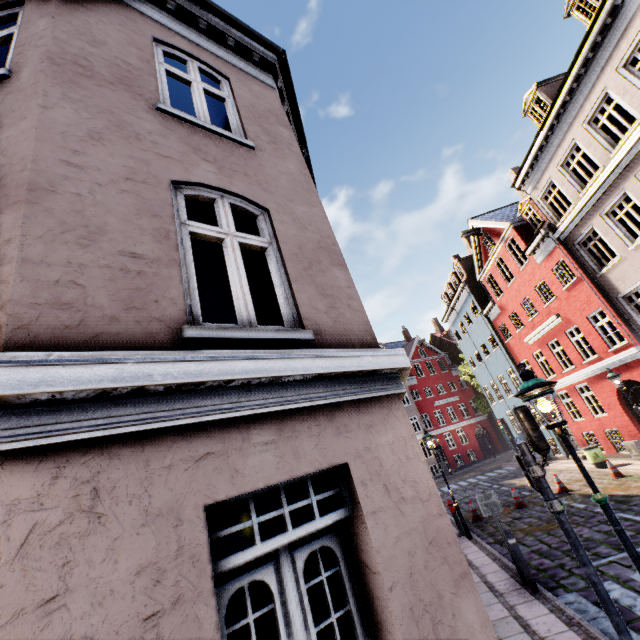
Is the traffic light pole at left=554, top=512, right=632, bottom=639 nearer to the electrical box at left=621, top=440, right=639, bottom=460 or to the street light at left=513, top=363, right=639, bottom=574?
the street light at left=513, top=363, right=639, bottom=574

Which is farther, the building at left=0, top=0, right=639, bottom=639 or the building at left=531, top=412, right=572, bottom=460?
the building at left=531, top=412, right=572, bottom=460

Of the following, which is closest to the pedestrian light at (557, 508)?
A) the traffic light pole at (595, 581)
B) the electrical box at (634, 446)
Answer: the traffic light pole at (595, 581)

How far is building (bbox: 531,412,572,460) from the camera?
20.5m

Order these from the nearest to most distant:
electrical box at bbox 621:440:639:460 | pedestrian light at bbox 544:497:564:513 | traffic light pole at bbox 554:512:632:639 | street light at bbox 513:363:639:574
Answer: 1. street light at bbox 513:363:639:574
2. traffic light pole at bbox 554:512:632:639
3. pedestrian light at bbox 544:497:564:513
4. electrical box at bbox 621:440:639:460

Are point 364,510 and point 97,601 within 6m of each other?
yes

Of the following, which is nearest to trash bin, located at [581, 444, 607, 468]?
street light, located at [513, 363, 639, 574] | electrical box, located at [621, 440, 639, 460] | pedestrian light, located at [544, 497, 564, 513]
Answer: electrical box, located at [621, 440, 639, 460]

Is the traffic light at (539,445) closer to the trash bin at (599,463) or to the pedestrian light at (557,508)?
the pedestrian light at (557,508)
